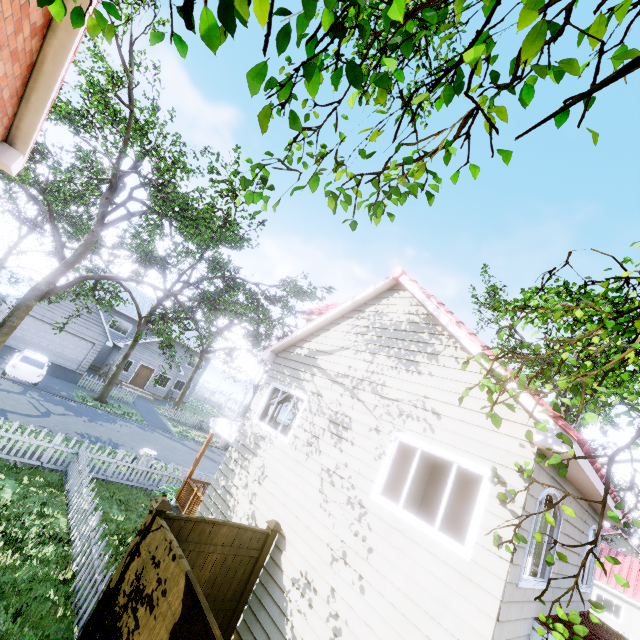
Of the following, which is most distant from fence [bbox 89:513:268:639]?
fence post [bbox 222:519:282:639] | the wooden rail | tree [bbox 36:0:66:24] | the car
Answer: the car

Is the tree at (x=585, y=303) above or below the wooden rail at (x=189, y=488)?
above

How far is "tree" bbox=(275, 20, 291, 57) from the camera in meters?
2.0

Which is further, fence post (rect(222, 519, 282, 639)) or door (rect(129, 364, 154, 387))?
door (rect(129, 364, 154, 387))

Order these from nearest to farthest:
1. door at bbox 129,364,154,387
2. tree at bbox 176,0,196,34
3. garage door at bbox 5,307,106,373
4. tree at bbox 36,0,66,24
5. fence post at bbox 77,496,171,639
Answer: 1. tree at bbox 176,0,196,34
2. tree at bbox 36,0,66,24
3. fence post at bbox 77,496,171,639
4. garage door at bbox 5,307,106,373
5. door at bbox 129,364,154,387

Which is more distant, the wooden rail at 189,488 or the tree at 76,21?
the wooden rail at 189,488

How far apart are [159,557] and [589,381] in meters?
6.9 m

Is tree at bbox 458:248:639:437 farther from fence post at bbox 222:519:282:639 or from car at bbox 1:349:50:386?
fence post at bbox 222:519:282:639
